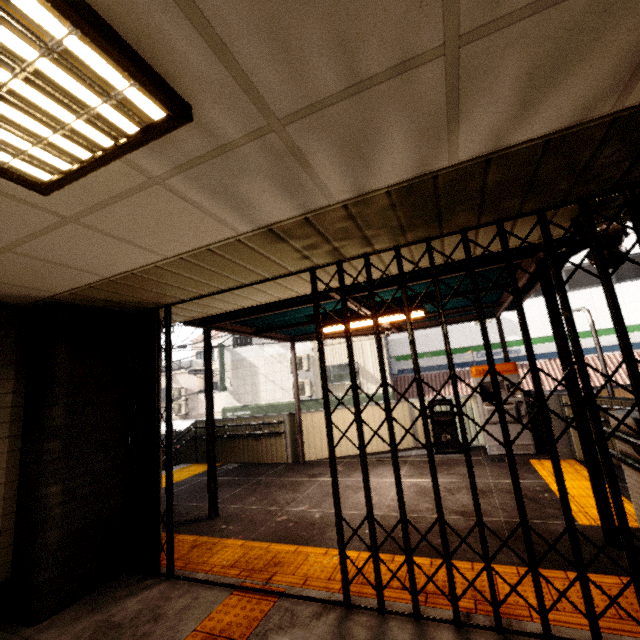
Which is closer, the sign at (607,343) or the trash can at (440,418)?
the trash can at (440,418)

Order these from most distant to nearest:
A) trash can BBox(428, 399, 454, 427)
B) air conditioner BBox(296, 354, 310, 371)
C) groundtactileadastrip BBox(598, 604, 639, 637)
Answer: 1. air conditioner BBox(296, 354, 310, 371)
2. trash can BBox(428, 399, 454, 427)
3. groundtactileadastrip BBox(598, 604, 639, 637)

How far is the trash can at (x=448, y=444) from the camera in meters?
7.2 m

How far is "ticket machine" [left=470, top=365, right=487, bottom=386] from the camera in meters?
7.0

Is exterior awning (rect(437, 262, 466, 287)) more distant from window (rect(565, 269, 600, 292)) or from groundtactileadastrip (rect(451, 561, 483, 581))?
window (rect(565, 269, 600, 292))

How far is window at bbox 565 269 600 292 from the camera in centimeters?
1391cm

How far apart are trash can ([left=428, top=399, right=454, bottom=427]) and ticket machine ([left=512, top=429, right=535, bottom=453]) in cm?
52

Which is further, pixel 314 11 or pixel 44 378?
pixel 44 378
